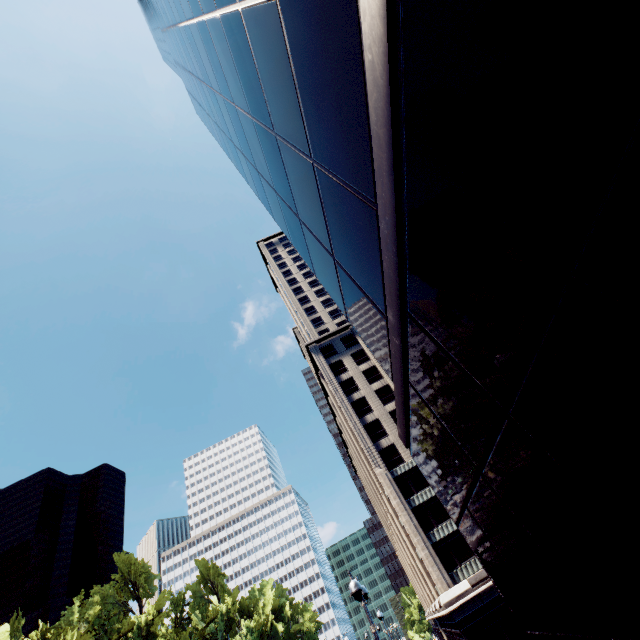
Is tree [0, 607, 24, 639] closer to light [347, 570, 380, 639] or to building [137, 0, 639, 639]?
light [347, 570, 380, 639]

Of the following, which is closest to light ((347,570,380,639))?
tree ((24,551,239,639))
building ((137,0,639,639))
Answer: building ((137,0,639,639))

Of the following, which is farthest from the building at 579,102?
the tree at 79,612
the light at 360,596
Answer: the tree at 79,612

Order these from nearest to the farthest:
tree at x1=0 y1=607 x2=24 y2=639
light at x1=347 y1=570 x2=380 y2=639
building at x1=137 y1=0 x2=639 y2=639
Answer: building at x1=137 y1=0 x2=639 y2=639 → light at x1=347 y1=570 x2=380 y2=639 → tree at x1=0 y1=607 x2=24 y2=639

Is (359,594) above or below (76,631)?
below

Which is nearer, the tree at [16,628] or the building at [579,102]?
the building at [579,102]

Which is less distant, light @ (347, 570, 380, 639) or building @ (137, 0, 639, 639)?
building @ (137, 0, 639, 639)
